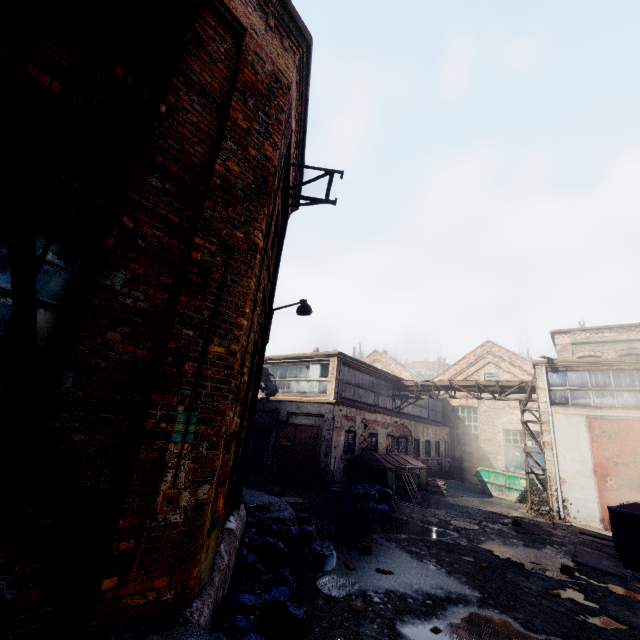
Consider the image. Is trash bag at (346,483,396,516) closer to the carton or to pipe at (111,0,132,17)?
the carton

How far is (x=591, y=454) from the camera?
13.2 meters

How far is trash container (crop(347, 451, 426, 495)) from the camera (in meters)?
14.03

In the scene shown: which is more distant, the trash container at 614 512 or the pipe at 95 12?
the trash container at 614 512

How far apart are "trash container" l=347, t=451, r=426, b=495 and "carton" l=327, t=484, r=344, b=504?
2.15m

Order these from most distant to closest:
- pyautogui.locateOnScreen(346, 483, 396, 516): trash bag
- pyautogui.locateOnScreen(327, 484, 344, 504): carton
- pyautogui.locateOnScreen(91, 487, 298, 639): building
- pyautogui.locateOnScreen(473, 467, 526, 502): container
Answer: pyautogui.locateOnScreen(473, 467, 526, 502): container
pyautogui.locateOnScreen(327, 484, 344, 504): carton
pyautogui.locateOnScreen(346, 483, 396, 516): trash bag
pyautogui.locateOnScreen(91, 487, 298, 639): building

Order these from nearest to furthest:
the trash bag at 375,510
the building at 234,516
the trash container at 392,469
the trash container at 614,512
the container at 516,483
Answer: the building at 234,516 < the trash container at 614,512 < the trash bag at 375,510 < the trash container at 392,469 < the container at 516,483

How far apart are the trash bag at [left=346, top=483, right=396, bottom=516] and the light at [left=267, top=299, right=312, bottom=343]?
7.43m
